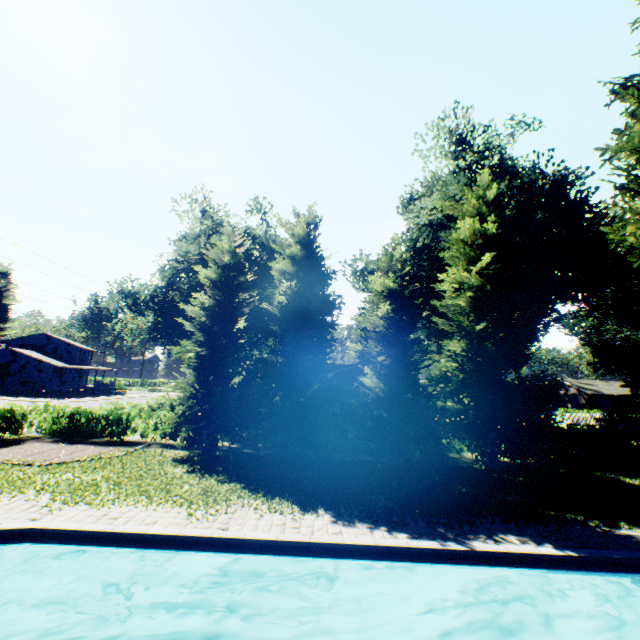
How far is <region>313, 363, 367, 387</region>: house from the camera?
25.8m

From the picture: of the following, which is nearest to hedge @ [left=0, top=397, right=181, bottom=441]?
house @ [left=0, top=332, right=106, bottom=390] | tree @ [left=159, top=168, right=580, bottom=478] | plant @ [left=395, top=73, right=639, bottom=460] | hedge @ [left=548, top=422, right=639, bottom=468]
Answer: tree @ [left=159, top=168, right=580, bottom=478]

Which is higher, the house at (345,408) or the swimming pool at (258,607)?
the house at (345,408)

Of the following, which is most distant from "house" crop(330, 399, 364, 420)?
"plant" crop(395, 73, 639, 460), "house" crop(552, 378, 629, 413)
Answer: "house" crop(552, 378, 629, 413)

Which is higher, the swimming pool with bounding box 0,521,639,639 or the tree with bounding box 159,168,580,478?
the tree with bounding box 159,168,580,478

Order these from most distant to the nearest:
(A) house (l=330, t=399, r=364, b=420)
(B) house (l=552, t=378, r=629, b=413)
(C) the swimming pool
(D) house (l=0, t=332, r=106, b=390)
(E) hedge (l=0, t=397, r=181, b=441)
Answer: (B) house (l=552, t=378, r=629, b=413) < (D) house (l=0, t=332, r=106, b=390) < (A) house (l=330, t=399, r=364, b=420) < (E) hedge (l=0, t=397, r=181, b=441) < (C) the swimming pool

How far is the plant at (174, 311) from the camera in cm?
3022

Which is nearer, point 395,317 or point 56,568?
point 56,568
